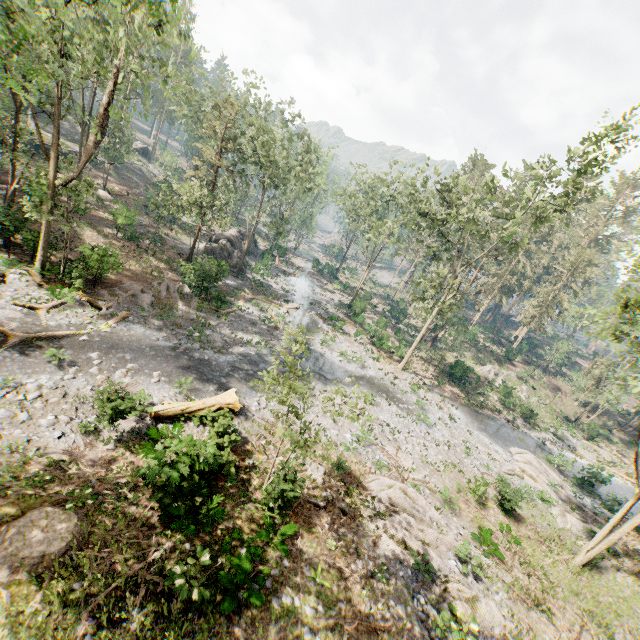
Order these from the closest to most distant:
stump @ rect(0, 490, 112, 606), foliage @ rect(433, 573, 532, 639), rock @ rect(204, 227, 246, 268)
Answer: stump @ rect(0, 490, 112, 606) → foliage @ rect(433, 573, 532, 639) → rock @ rect(204, 227, 246, 268)

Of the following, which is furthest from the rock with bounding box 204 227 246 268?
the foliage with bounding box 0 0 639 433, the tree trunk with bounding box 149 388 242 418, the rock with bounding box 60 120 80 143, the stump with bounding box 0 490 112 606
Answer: the stump with bounding box 0 490 112 606

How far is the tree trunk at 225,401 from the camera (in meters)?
13.96

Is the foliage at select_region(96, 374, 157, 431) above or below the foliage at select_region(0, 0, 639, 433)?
below

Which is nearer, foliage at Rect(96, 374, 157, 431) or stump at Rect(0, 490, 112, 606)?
stump at Rect(0, 490, 112, 606)

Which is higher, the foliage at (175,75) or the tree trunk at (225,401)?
the foliage at (175,75)

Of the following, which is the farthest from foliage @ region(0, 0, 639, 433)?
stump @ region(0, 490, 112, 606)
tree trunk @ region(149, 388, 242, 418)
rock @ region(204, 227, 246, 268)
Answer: stump @ region(0, 490, 112, 606)

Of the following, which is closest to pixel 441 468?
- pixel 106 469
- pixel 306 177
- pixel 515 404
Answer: pixel 106 469
